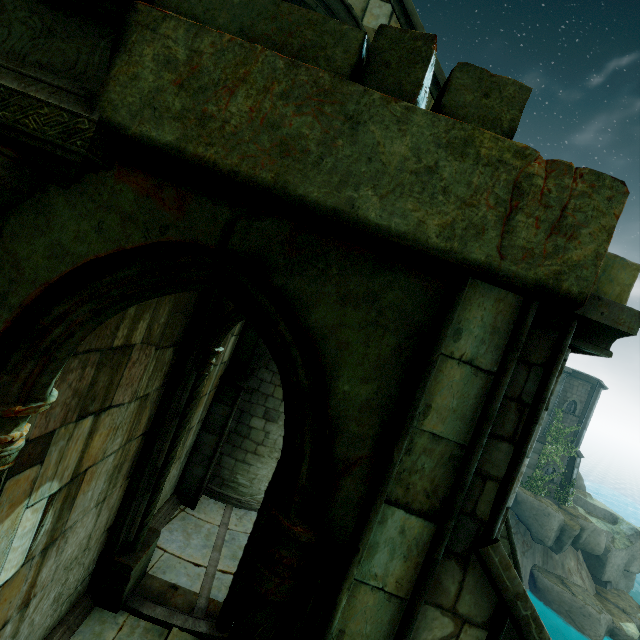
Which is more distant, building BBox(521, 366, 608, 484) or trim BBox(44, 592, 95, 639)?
building BBox(521, 366, 608, 484)

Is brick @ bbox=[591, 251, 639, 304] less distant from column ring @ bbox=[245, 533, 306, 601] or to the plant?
column ring @ bbox=[245, 533, 306, 601]

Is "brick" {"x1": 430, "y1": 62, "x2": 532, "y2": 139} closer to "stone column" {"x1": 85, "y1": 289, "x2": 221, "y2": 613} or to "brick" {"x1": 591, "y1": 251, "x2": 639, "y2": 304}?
"brick" {"x1": 591, "y1": 251, "x2": 639, "y2": 304}

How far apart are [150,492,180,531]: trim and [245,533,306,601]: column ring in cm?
678

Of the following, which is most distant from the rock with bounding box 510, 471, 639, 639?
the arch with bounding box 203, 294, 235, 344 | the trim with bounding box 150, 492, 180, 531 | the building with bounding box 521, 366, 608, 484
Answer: the arch with bounding box 203, 294, 235, 344

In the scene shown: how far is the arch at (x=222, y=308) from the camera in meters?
6.1

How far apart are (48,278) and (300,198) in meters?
1.7 m

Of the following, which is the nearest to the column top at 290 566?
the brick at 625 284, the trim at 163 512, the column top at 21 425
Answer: the column top at 21 425
